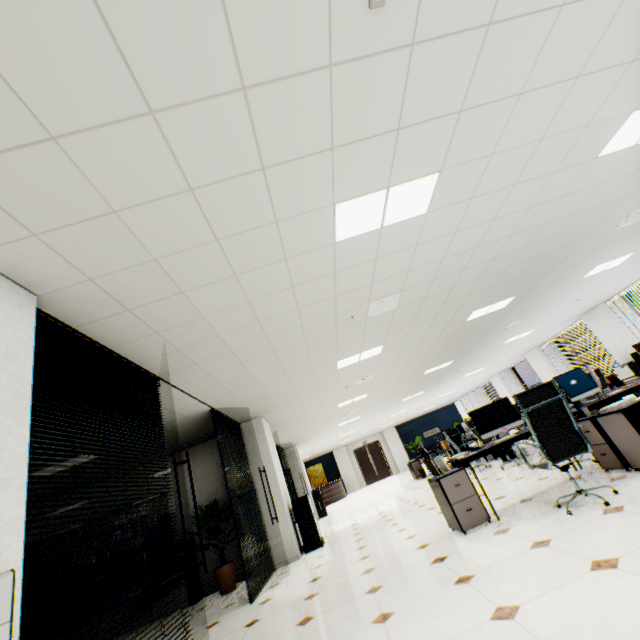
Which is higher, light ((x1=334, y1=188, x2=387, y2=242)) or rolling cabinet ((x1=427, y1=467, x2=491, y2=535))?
light ((x1=334, y1=188, x2=387, y2=242))

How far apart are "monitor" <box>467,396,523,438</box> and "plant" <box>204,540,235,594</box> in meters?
5.4

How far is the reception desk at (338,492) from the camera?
19.2m

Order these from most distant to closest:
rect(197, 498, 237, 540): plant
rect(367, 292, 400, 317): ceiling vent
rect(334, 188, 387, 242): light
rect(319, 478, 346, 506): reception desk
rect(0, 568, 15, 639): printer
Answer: rect(319, 478, 346, 506): reception desk, rect(197, 498, 237, 540): plant, rect(367, 292, 400, 317): ceiling vent, rect(334, 188, 387, 242): light, rect(0, 568, 15, 639): printer

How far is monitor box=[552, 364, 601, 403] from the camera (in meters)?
4.93

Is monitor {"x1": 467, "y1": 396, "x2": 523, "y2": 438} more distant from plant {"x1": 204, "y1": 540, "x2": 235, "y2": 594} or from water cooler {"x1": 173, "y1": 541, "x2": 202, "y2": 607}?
water cooler {"x1": 173, "y1": 541, "x2": 202, "y2": 607}

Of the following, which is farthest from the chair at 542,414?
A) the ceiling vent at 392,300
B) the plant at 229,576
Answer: the plant at 229,576

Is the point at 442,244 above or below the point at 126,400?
above
